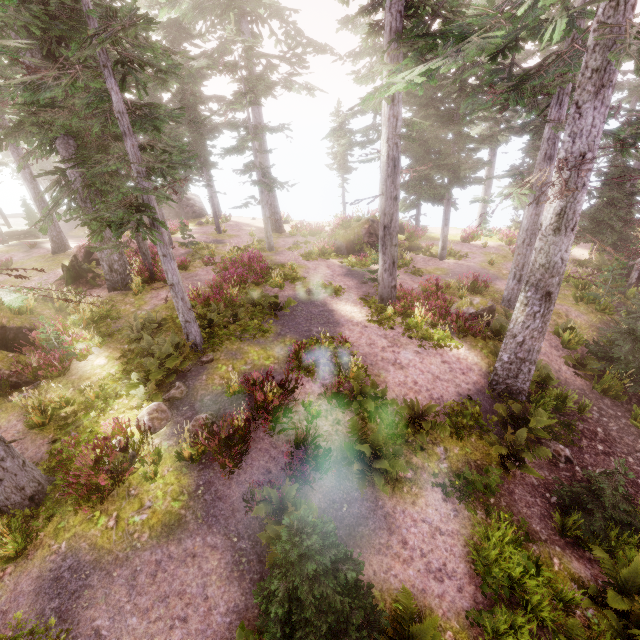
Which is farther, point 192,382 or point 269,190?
point 269,190

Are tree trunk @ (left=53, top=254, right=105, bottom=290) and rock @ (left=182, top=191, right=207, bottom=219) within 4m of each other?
no

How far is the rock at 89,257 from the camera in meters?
18.5

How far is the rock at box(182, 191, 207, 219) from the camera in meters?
33.5

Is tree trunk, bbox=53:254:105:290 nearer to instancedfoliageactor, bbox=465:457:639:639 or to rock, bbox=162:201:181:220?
instancedfoliageactor, bbox=465:457:639:639

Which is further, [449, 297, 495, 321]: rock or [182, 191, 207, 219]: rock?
[182, 191, 207, 219]: rock

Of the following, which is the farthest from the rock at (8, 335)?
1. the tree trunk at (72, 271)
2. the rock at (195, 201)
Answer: the rock at (195, 201)

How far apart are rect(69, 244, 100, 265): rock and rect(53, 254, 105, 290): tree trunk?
1.65m
